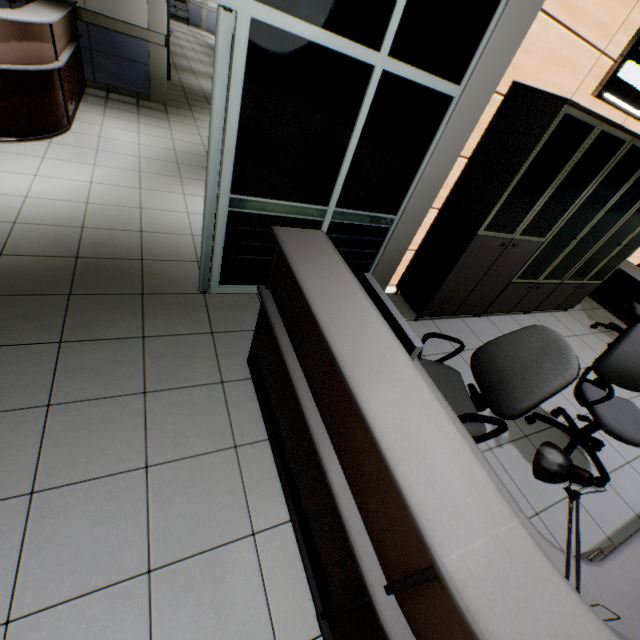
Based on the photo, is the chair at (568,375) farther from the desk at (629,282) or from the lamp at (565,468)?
the lamp at (565,468)

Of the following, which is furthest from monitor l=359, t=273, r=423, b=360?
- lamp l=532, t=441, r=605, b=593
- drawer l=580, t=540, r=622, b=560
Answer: drawer l=580, t=540, r=622, b=560

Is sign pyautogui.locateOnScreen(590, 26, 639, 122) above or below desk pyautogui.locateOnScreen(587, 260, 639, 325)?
above

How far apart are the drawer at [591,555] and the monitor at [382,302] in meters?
1.2 m

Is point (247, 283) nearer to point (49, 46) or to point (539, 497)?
point (539, 497)

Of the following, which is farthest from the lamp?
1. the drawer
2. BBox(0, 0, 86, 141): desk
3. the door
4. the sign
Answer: BBox(0, 0, 86, 141): desk

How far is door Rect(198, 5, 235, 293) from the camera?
1.77m

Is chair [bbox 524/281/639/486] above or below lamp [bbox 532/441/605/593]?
below
